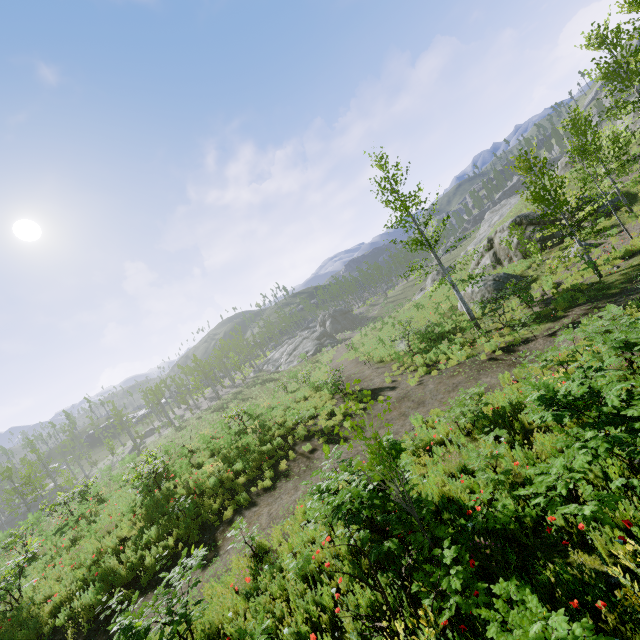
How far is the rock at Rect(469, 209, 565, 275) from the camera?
21.25m

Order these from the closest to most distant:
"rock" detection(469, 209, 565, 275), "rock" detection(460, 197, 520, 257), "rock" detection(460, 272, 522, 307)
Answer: "rock" detection(460, 272, 522, 307)
"rock" detection(469, 209, 565, 275)
"rock" detection(460, 197, 520, 257)

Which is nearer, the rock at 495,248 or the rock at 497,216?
the rock at 495,248

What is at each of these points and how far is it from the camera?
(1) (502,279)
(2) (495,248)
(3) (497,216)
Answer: (1) rock, 19.8 meters
(2) rock, 24.8 meters
(3) rock, 57.2 meters

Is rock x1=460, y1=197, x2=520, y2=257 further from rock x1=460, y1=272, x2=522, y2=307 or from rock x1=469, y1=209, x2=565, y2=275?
rock x1=460, y1=272, x2=522, y2=307

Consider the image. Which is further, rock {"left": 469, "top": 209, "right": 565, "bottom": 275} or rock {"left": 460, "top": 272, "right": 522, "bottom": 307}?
rock {"left": 469, "top": 209, "right": 565, "bottom": 275}

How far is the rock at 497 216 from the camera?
52.9 meters

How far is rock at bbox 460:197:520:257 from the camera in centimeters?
5291cm
